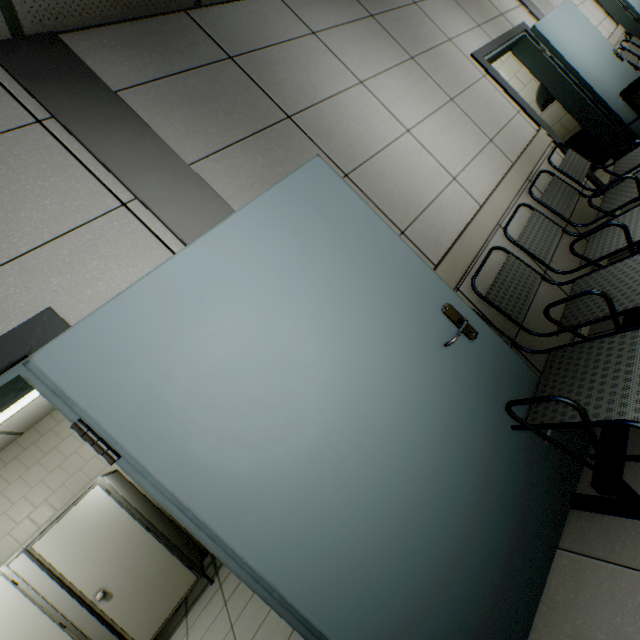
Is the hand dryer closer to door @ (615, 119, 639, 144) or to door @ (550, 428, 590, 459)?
door @ (615, 119, 639, 144)

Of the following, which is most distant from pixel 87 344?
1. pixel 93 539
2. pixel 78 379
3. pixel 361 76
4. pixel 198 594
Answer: pixel 198 594

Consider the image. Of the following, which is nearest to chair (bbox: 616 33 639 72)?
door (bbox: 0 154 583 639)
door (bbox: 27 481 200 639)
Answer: door (bbox: 0 154 583 639)

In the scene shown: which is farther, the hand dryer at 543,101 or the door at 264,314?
the hand dryer at 543,101

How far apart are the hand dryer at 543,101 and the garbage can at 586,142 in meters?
0.7

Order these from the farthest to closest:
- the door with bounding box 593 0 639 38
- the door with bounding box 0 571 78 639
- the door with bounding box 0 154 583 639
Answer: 1. the door with bounding box 593 0 639 38
2. the door with bounding box 0 571 78 639
3. the door with bounding box 0 154 583 639

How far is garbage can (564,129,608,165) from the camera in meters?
4.6 m

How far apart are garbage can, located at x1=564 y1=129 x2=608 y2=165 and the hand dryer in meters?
0.7
